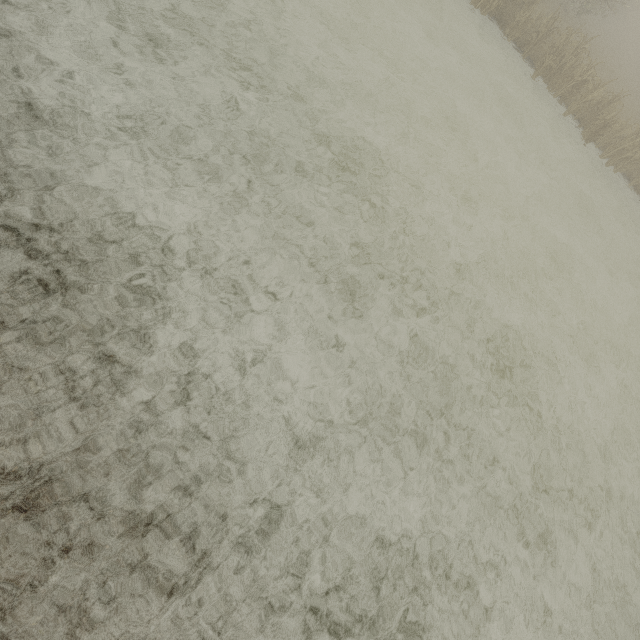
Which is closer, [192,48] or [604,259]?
[192,48]
